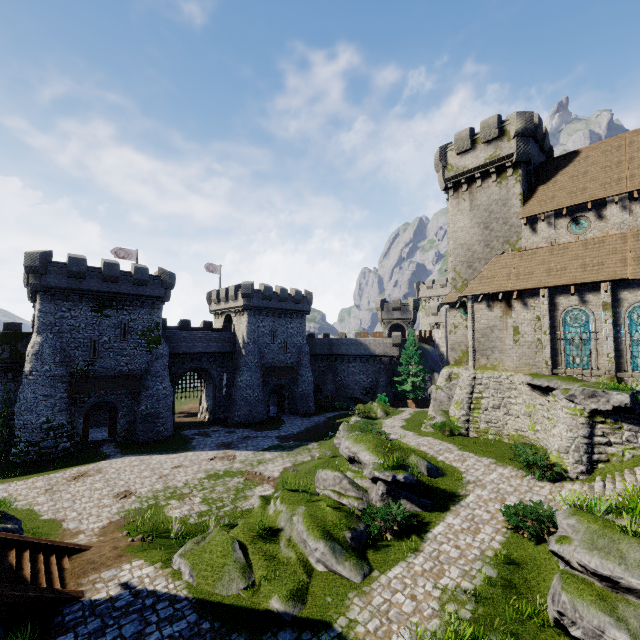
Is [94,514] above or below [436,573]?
below

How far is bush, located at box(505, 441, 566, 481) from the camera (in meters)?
14.85

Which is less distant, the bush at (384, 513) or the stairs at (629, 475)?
the bush at (384, 513)

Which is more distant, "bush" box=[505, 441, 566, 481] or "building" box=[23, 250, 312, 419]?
"building" box=[23, 250, 312, 419]

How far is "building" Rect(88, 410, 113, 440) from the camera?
32.34m

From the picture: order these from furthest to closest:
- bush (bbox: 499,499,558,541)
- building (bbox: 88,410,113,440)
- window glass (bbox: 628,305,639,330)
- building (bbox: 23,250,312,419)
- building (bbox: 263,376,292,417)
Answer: building (bbox: 263,376,292,417), building (bbox: 88,410,113,440), building (bbox: 23,250,312,419), window glass (bbox: 628,305,639,330), bush (bbox: 499,499,558,541)

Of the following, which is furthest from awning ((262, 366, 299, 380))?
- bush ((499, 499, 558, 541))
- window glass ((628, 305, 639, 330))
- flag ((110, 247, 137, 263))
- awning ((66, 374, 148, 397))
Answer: window glass ((628, 305, 639, 330))

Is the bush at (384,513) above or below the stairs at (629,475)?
below
